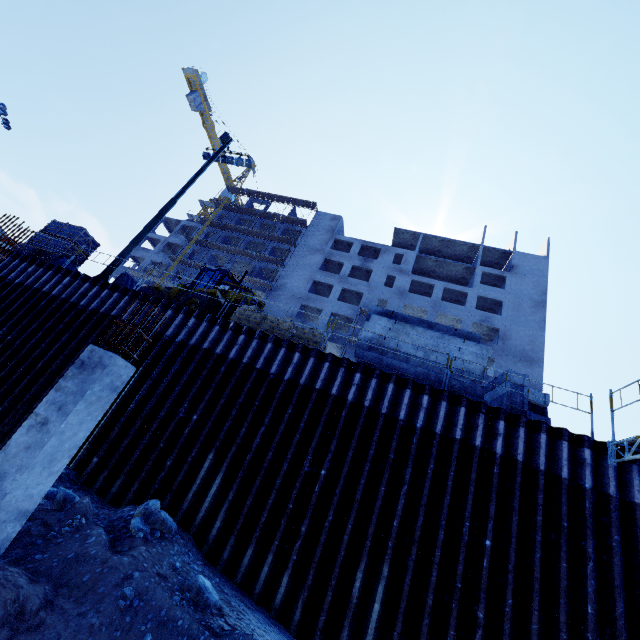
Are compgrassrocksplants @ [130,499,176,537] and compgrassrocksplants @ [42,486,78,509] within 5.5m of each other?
yes

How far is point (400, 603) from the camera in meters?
6.8 m

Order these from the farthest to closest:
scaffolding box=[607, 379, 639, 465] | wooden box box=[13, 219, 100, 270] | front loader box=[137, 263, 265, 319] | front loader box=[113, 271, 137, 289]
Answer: front loader box=[113, 271, 137, 289] < wooden box box=[13, 219, 100, 270] < front loader box=[137, 263, 265, 319] < scaffolding box=[607, 379, 639, 465]

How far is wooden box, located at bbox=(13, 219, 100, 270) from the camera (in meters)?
14.98

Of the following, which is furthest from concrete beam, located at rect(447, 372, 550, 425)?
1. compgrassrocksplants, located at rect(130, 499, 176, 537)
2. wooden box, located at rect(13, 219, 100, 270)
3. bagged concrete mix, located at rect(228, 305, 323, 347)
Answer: wooden box, located at rect(13, 219, 100, 270)

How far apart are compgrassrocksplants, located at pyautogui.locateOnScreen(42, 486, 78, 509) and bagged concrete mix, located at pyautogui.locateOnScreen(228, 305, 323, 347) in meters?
6.5 m

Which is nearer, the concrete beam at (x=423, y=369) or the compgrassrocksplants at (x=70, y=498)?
the compgrassrocksplants at (x=70, y=498)

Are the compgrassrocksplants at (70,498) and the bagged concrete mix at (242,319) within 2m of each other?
no
